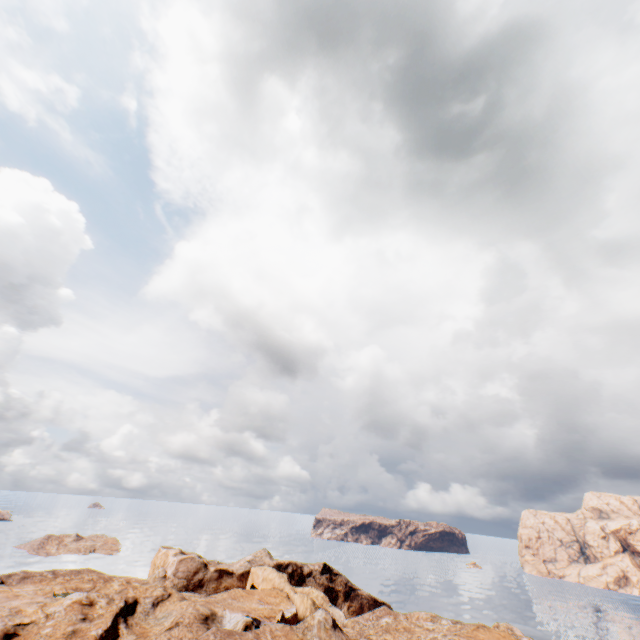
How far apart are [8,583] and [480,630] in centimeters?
6232cm
